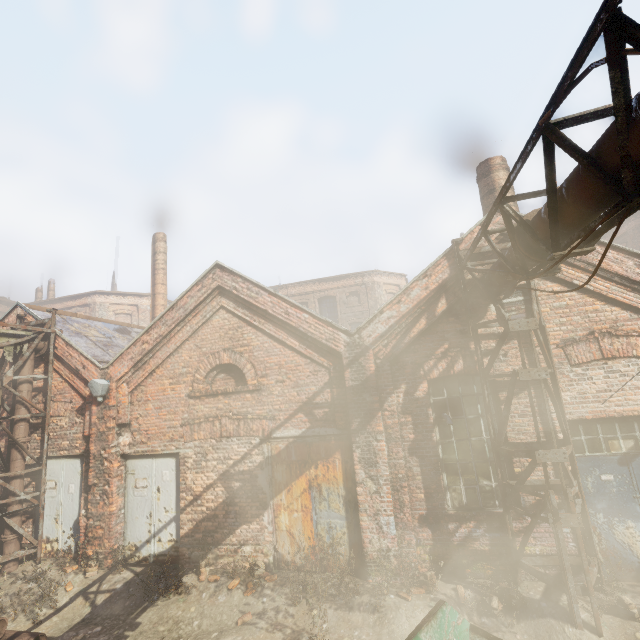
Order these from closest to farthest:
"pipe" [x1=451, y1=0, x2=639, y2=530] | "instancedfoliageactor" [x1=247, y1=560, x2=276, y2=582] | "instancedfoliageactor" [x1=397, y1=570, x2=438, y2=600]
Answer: "pipe" [x1=451, y1=0, x2=639, y2=530] → "instancedfoliageactor" [x1=397, y1=570, x2=438, y2=600] → "instancedfoliageactor" [x1=247, y1=560, x2=276, y2=582]

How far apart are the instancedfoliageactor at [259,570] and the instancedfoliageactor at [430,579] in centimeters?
281cm

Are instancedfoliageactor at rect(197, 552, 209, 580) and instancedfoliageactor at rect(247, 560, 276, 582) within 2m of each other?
yes

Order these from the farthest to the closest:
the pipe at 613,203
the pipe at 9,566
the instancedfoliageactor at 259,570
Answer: the pipe at 9,566 → the instancedfoliageactor at 259,570 → the pipe at 613,203

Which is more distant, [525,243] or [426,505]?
[426,505]

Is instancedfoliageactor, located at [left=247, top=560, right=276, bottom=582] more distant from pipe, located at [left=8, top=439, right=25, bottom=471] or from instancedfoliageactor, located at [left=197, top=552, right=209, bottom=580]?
pipe, located at [left=8, top=439, right=25, bottom=471]

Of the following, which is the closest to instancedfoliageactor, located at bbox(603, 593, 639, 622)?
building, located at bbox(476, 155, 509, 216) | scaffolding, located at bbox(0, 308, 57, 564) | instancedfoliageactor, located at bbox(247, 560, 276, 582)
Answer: instancedfoliageactor, located at bbox(247, 560, 276, 582)

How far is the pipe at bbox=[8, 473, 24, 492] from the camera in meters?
8.4 m
